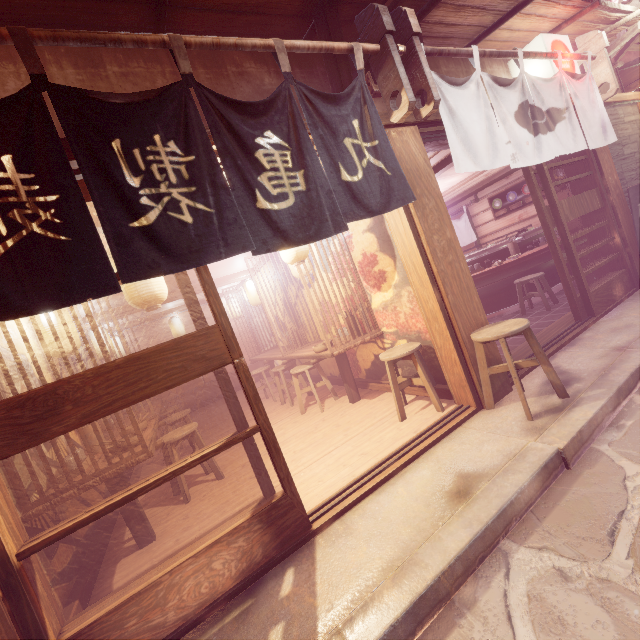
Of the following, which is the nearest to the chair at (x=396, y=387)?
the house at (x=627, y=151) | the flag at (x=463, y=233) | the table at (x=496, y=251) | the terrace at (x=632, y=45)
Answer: the table at (x=496, y=251)

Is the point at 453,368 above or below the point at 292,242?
below

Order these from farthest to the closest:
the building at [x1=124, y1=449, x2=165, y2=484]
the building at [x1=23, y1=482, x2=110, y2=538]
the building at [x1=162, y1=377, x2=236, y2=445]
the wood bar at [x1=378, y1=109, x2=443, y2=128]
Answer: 1. the building at [x1=162, y1=377, x2=236, y2=445]
2. the building at [x1=124, y1=449, x2=165, y2=484]
3. the wood bar at [x1=378, y1=109, x2=443, y2=128]
4. the building at [x1=23, y1=482, x2=110, y2=538]

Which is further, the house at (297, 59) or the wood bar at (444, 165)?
the wood bar at (444, 165)

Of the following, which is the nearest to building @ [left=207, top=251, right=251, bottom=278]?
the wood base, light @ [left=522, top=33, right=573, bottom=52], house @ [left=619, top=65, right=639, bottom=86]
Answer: light @ [left=522, top=33, right=573, bottom=52]

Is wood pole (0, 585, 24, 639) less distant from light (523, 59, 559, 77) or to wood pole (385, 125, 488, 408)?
wood pole (385, 125, 488, 408)

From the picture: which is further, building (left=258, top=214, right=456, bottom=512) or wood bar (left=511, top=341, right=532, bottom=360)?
wood bar (left=511, top=341, right=532, bottom=360)

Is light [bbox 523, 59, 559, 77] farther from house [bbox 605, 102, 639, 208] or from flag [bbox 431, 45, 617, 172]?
house [bbox 605, 102, 639, 208]
